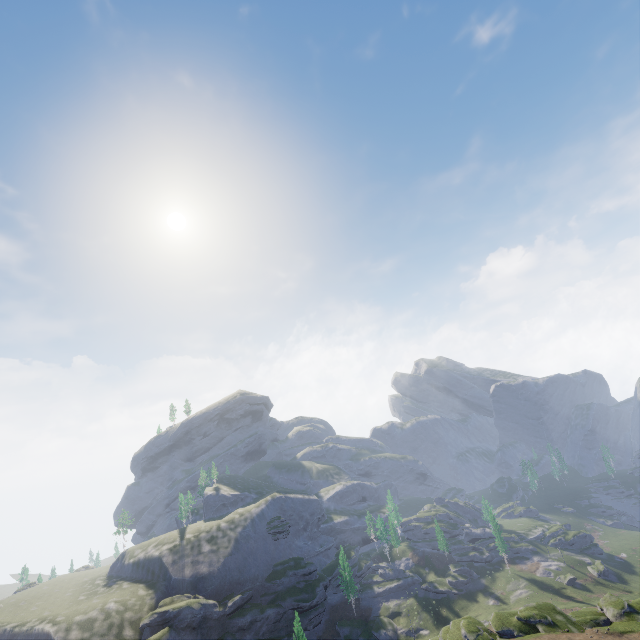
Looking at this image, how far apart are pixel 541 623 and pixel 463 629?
10.0m
